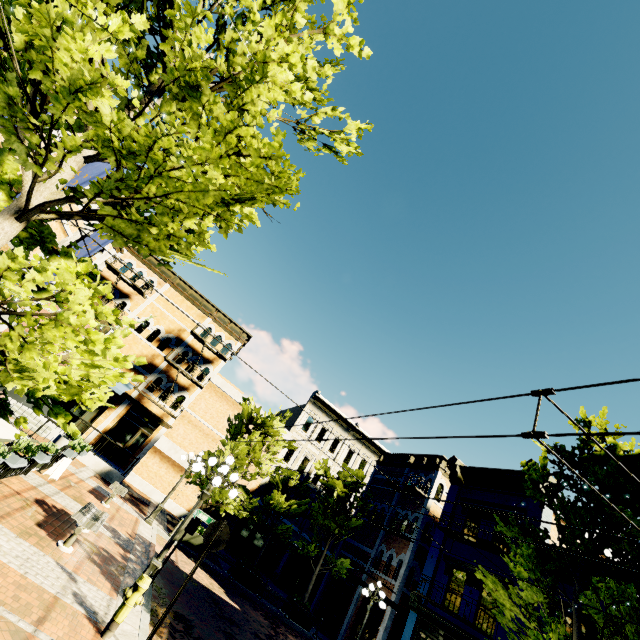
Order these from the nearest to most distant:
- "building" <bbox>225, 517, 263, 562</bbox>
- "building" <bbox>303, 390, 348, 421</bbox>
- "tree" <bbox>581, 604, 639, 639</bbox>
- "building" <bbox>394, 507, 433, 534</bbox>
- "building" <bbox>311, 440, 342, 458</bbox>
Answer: "tree" <bbox>581, 604, 639, 639</bbox>
"building" <bbox>394, 507, 433, 534</bbox>
"building" <bbox>225, 517, 263, 562</bbox>
"building" <bbox>311, 440, 342, 458</bbox>
"building" <bbox>303, 390, 348, 421</bbox>

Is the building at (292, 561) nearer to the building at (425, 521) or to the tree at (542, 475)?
the building at (425, 521)

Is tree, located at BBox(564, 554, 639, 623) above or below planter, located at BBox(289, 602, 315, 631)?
above

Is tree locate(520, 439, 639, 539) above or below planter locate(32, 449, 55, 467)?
above

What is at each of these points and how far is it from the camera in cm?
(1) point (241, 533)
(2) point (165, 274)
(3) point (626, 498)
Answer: (1) building, 2425
(2) building, 2473
(3) tree, 818

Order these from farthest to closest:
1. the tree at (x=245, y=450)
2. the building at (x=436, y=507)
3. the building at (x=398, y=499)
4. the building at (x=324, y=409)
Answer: the building at (x=324, y=409)
the building at (x=398, y=499)
the tree at (x=245, y=450)
the building at (x=436, y=507)

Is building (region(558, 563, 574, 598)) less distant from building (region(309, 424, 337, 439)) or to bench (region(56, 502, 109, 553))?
building (region(309, 424, 337, 439))

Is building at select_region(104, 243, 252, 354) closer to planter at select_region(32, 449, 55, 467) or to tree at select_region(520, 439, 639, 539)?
tree at select_region(520, 439, 639, 539)
